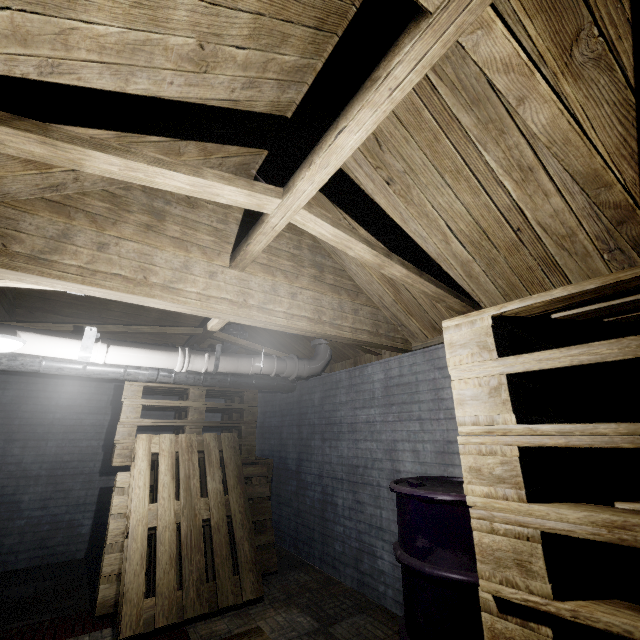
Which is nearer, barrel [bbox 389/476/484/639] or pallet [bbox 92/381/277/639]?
barrel [bbox 389/476/484/639]

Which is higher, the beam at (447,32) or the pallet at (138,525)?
the beam at (447,32)

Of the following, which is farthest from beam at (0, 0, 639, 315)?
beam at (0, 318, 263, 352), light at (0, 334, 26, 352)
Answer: light at (0, 334, 26, 352)

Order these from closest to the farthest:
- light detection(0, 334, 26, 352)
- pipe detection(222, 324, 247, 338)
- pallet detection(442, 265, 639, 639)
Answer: pallet detection(442, 265, 639, 639) < light detection(0, 334, 26, 352) < pipe detection(222, 324, 247, 338)

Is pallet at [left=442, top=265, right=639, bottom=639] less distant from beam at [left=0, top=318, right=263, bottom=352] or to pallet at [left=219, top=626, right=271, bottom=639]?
pallet at [left=219, top=626, right=271, bottom=639]

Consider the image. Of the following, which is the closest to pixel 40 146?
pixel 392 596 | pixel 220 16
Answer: pixel 220 16

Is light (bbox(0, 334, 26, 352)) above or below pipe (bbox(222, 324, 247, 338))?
below

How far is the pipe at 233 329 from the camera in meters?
3.8 m
